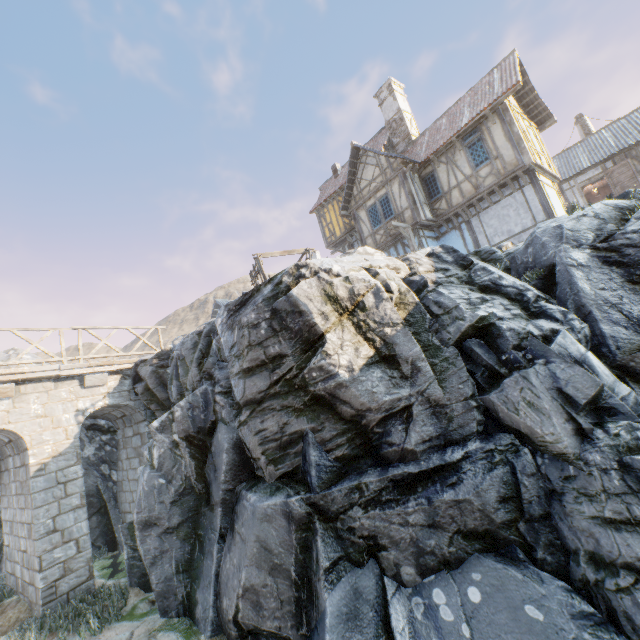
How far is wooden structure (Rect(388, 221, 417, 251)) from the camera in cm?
1542

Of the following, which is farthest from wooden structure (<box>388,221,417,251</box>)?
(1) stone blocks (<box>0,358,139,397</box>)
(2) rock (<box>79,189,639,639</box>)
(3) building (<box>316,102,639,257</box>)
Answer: (1) stone blocks (<box>0,358,139,397</box>)

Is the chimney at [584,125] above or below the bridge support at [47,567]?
above

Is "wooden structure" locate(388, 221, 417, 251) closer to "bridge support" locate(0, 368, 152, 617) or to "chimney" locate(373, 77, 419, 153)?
"chimney" locate(373, 77, 419, 153)

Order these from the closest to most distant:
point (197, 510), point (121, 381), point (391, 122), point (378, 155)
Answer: point (197, 510)
point (121, 381)
point (378, 155)
point (391, 122)

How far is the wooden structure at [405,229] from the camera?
15.4 meters

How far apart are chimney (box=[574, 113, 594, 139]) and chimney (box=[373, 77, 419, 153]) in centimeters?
1447cm

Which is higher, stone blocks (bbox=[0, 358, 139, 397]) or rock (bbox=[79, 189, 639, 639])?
stone blocks (bbox=[0, 358, 139, 397])
